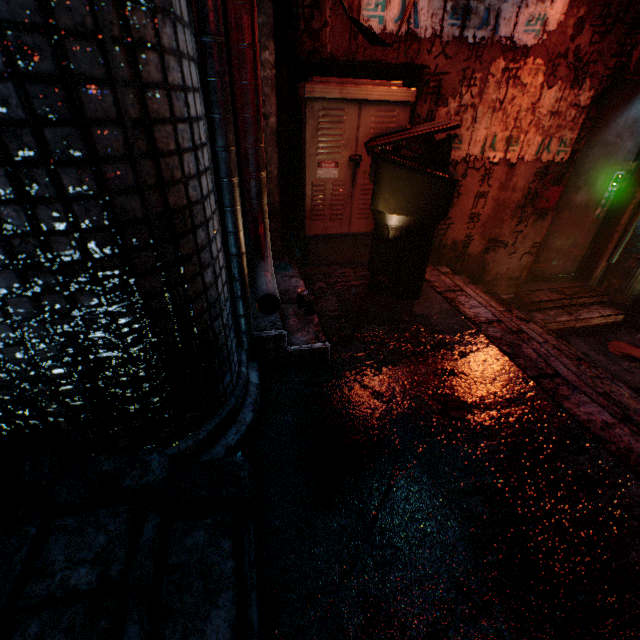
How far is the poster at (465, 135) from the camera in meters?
2.5 m

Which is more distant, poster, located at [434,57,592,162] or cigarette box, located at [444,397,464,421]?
poster, located at [434,57,592,162]

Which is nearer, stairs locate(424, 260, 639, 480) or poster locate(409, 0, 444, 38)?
stairs locate(424, 260, 639, 480)

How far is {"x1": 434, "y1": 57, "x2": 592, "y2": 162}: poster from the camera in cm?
254

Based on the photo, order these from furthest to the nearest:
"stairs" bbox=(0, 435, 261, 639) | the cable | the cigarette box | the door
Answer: the door
the cable
the cigarette box
"stairs" bbox=(0, 435, 261, 639)

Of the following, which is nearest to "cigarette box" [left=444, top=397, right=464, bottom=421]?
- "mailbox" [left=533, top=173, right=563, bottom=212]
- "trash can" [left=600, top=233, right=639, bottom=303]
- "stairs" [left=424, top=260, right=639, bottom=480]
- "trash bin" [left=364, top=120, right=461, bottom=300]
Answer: "stairs" [left=424, top=260, right=639, bottom=480]

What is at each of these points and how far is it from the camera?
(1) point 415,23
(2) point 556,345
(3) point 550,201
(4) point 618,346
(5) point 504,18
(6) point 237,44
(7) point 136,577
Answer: (1) poster, 2.20m
(2) stairs, 2.98m
(3) mailbox, 3.19m
(4) newspaper, 3.40m
(5) poster, 2.30m
(6) pipe, 1.07m
(7) stairs, 0.81m

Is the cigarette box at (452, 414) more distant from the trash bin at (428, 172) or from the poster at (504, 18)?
the poster at (504, 18)
